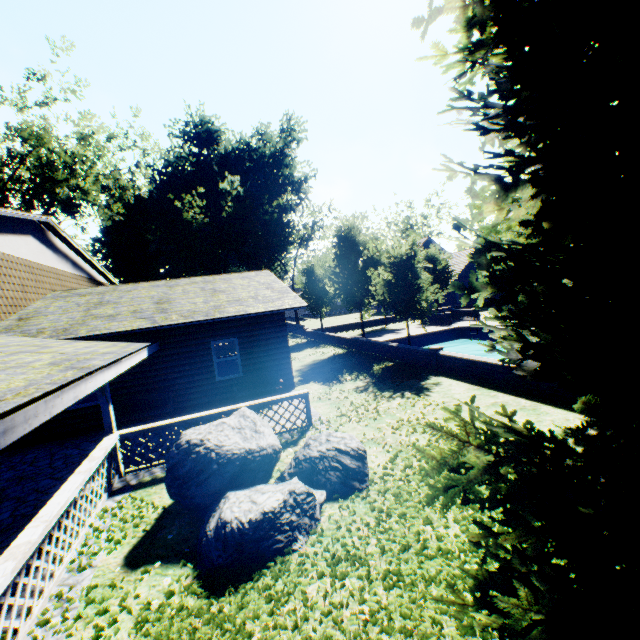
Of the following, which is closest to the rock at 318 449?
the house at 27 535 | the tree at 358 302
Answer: the house at 27 535

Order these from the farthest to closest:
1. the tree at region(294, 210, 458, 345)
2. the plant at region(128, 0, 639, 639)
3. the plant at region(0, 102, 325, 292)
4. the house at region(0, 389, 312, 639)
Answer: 1. the plant at region(0, 102, 325, 292)
2. the tree at region(294, 210, 458, 345)
3. the house at region(0, 389, 312, 639)
4. the plant at region(128, 0, 639, 639)

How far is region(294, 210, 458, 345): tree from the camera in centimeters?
1628cm

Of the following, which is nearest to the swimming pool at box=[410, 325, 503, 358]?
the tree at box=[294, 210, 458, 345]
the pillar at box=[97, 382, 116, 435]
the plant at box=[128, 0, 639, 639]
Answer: the tree at box=[294, 210, 458, 345]

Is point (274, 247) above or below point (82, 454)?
above

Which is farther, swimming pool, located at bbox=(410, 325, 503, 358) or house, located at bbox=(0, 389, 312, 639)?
swimming pool, located at bbox=(410, 325, 503, 358)

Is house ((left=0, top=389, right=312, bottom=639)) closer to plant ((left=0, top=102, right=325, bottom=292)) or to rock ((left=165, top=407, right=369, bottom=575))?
rock ((left=165, top=407, right=369, bottom=575))

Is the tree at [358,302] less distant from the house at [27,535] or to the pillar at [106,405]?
the house at [27,535]
